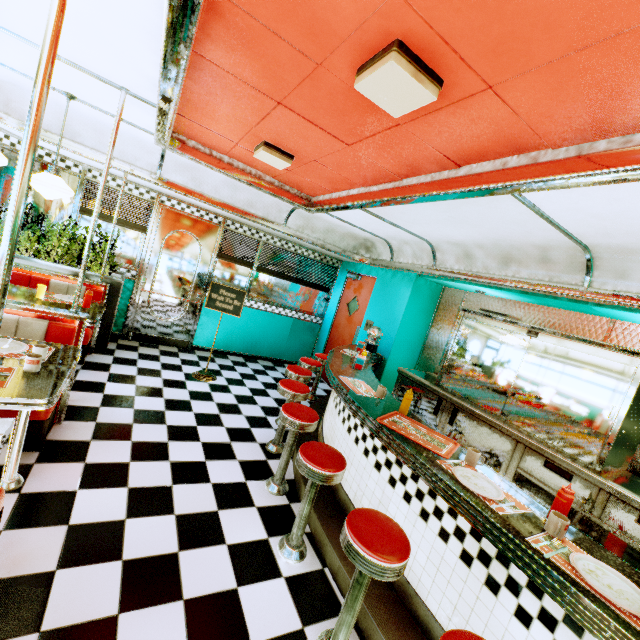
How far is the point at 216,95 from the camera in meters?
2.6

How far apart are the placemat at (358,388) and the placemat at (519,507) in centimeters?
98cm

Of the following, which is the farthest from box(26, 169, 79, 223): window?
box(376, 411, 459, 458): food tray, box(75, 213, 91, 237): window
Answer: box(376, 411, 459, 458): food tray

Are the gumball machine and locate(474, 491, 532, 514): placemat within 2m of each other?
no

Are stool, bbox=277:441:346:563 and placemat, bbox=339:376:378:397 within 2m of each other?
yes

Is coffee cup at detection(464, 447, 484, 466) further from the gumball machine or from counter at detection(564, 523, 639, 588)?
the gumball machine

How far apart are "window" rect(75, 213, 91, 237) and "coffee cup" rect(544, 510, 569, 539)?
6.31m

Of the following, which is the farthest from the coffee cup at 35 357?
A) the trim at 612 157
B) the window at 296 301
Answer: the window at 296 301
